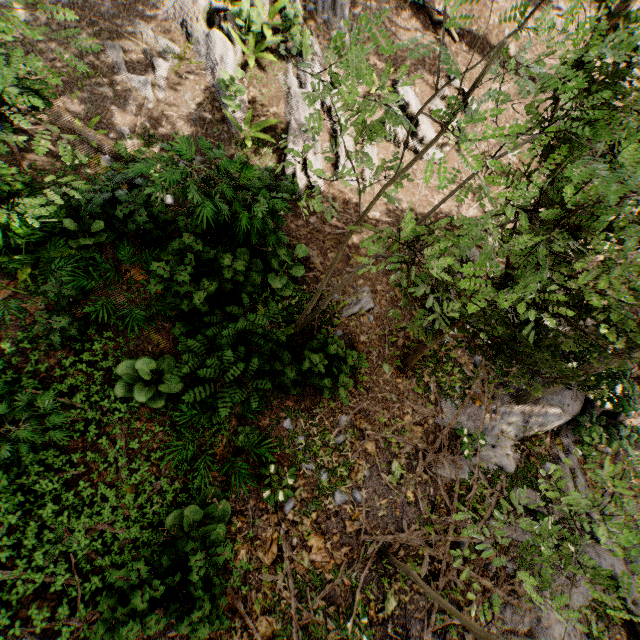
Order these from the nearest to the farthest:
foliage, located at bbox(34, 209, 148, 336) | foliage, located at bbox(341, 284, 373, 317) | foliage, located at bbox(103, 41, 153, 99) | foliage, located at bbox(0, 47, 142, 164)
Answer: foliage, located at bbox(0, 47, 142, 164) < foliage, located at bbox(34, 209, 148, 336) < foliage, located at bbox(341, 284, 373, 317) < foliage, located at bbox(103, 41, 153, 99)

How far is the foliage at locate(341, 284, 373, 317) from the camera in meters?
7.3

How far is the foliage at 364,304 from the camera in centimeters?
732cm

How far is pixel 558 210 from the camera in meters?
1.9 m

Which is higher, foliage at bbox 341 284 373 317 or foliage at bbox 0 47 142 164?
foliage at bbox 0 47 142 164

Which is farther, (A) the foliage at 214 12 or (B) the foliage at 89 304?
(A) the foliage at 214 12

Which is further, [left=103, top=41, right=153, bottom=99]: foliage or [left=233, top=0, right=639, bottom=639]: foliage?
[left=103, top=41, right=153, bottom=99]: foliage
